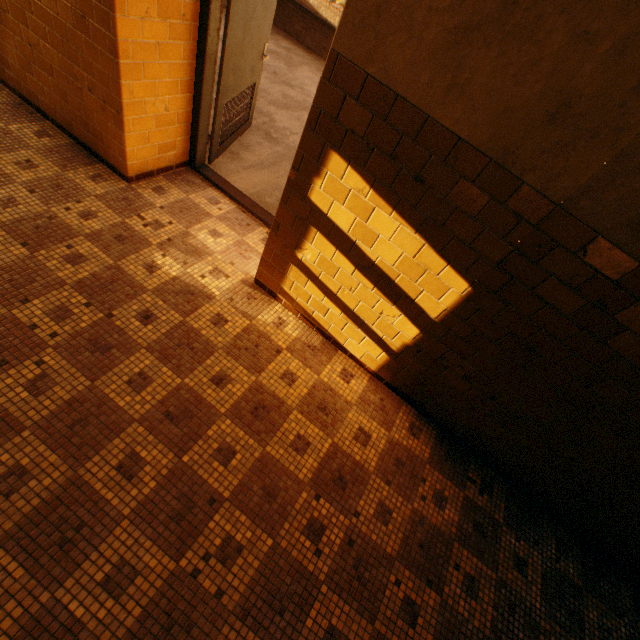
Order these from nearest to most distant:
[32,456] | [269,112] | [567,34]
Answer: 1. [567,34]
2. [32,456]
3. [269,112]
